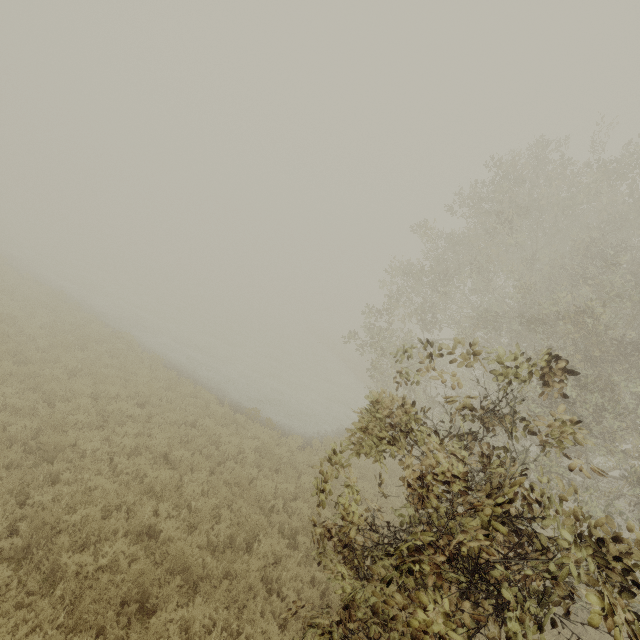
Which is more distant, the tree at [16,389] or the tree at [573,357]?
the tree at [16,389]

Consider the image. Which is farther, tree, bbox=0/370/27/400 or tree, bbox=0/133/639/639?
tree, bbox=0/370/27/400

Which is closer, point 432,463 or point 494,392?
point 432,463
